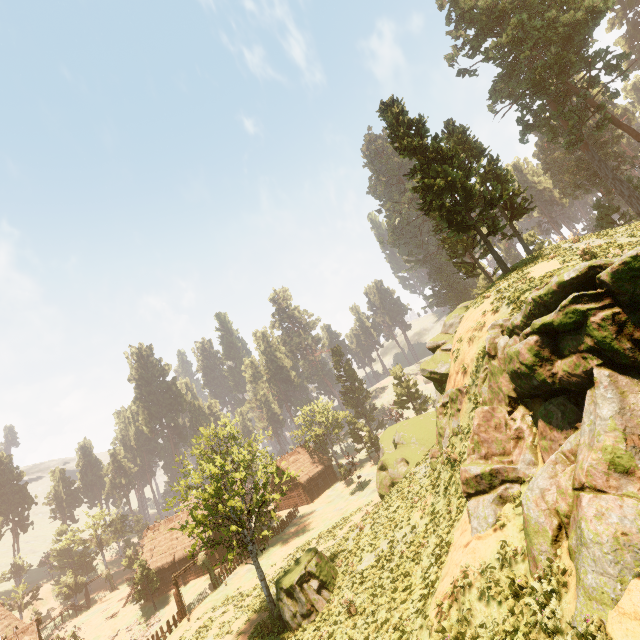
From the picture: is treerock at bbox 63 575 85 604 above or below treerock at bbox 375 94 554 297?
below

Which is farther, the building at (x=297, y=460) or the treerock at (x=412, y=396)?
the treerock at (x=412, y=396)

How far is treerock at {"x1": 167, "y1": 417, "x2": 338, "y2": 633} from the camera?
17.45m

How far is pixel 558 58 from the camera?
31.8m

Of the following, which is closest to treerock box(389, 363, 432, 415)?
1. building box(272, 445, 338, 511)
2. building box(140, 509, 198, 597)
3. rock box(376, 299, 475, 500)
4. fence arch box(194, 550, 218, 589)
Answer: building box(140, 509, 198, 597)

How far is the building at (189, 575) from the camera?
41.9m

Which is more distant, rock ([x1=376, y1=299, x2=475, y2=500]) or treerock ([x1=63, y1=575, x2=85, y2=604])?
treerock ([x1=63, y1=575, x2=85, y2=604])
